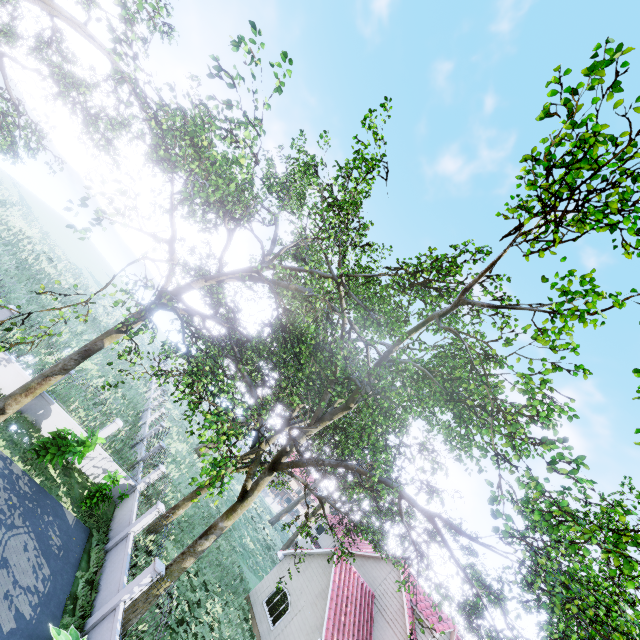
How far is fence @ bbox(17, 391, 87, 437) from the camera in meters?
14.0 m

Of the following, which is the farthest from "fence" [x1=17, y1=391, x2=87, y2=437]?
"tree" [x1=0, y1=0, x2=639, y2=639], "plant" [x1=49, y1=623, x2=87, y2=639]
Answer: "tree" [x1=0, y1=0, x2=639, y2=639]

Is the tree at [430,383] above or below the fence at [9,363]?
above

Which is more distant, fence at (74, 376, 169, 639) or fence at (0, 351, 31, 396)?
fence at (0, 351, 31, 396)

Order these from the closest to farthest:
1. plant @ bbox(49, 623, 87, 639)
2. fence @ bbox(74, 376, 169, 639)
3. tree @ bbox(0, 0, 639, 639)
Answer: tree @ bbox(0, 0, 639, 639) → plant @ bbox(49, 623, 87, 639) → fence @ bbox(74, 376, 169, 639)

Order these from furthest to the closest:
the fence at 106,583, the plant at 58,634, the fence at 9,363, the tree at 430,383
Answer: the fence at 9,363
the fence at 106,583
the plant at 58,634
the tree at 430,383

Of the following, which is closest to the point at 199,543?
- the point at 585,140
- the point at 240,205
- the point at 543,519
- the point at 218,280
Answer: the point at 218,280
